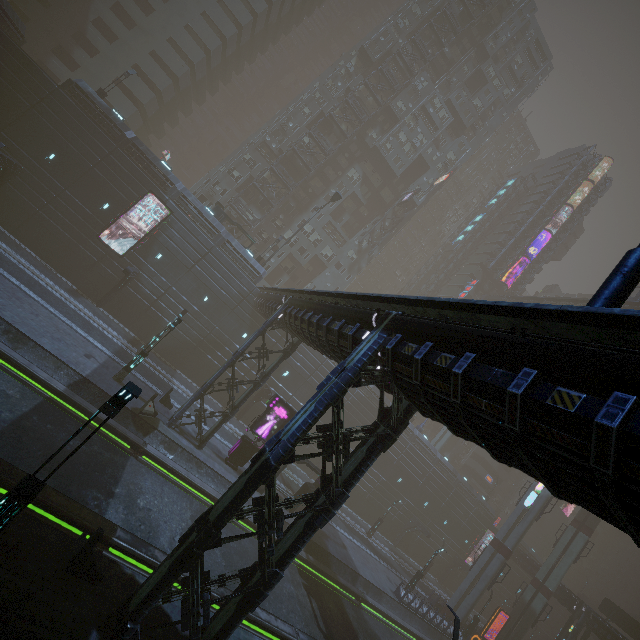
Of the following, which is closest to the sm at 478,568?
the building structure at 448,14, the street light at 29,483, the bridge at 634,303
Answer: the bridge at 634,303

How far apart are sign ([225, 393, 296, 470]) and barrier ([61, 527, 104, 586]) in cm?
1377

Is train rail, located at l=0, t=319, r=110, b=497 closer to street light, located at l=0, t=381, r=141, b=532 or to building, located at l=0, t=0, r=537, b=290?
building, located at l=0, t=0, r=537, b=290

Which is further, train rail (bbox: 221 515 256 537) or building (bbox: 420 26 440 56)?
building (bbox: 420 26 440 56)

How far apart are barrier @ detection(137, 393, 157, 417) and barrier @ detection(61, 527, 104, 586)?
10.0 meters

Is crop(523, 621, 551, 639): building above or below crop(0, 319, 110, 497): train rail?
above

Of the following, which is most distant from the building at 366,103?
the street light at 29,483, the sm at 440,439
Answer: the street light at 29,483

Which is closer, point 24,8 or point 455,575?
point 24,8
